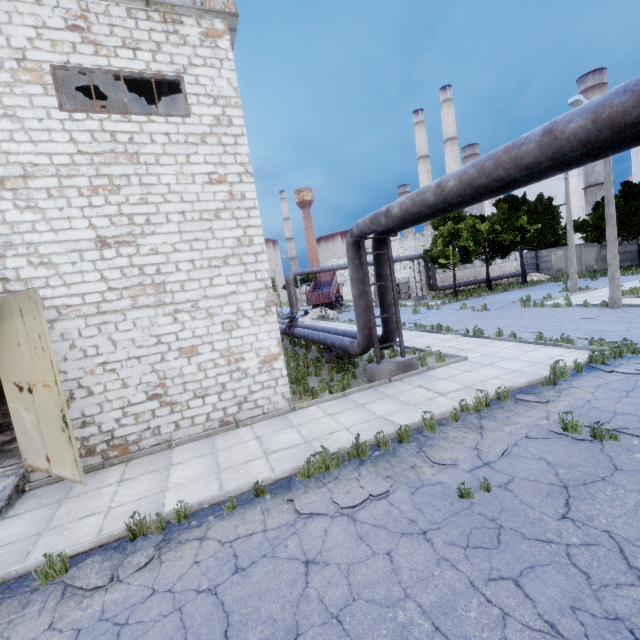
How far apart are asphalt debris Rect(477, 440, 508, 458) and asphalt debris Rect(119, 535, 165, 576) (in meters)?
4.60

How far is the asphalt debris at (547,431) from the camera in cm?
607

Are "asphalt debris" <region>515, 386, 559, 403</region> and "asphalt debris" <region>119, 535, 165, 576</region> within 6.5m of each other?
no

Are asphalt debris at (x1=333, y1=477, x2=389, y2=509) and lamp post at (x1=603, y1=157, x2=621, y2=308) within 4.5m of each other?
no

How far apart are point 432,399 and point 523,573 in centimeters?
523cm

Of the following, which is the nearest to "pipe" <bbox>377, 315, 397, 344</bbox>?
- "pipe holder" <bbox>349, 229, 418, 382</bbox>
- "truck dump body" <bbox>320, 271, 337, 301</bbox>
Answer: "pipe holder" <bbox>349, 229, 418, 382</bbox>

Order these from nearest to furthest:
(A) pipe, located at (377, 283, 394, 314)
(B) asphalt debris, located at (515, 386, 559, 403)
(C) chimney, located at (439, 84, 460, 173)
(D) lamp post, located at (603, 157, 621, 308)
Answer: (B) asphalt debris, located at (515, 386, 559, 403) → (A) pipe, located at (377, 283, 394, 314) → (D) lamp post, located at (603, 157, 621, 308) → (C) chimney, located at (439, 84, 460, 173)

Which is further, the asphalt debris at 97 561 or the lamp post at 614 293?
the lamp post at 614 293
